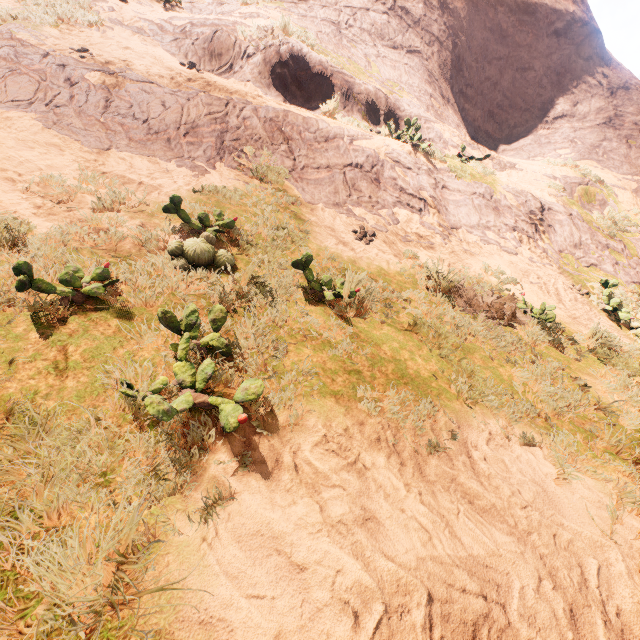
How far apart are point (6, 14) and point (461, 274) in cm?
964
